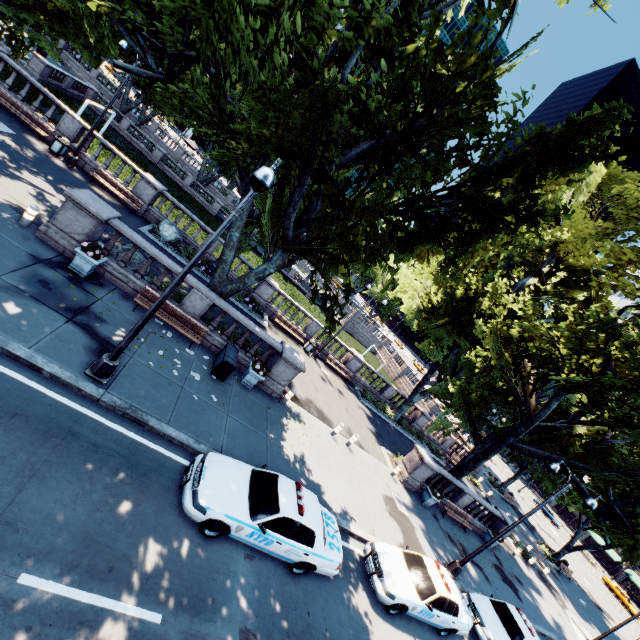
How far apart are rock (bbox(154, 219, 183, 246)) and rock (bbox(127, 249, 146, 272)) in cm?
579

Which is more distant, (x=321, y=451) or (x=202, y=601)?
(x=321, y=451)

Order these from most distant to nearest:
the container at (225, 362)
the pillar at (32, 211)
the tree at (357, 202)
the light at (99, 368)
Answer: the container at (225, 362)
the pillar at (32, 211)
the tree at (357, 202)
the light at (99, 368)

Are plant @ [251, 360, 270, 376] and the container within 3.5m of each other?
yes

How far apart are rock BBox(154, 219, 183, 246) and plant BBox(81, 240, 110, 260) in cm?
859

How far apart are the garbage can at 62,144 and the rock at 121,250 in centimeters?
930cm

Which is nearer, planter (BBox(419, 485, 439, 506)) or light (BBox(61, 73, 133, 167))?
light (BBox(61, 73, 133, 167))

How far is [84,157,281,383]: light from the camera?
6.75m
